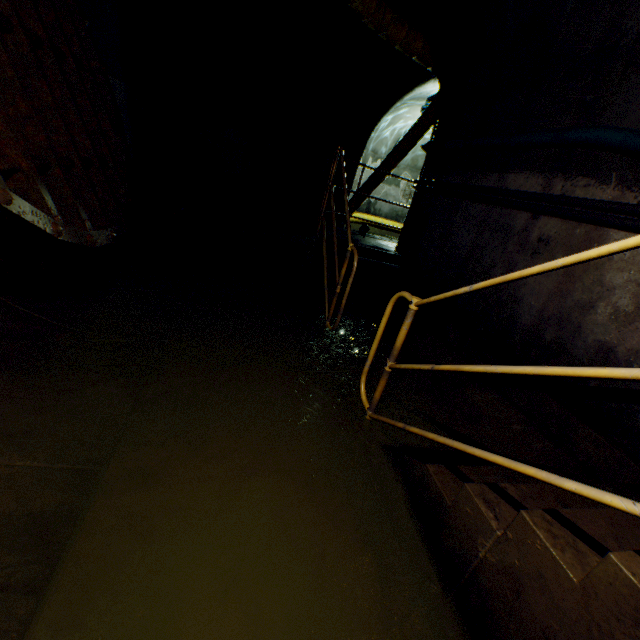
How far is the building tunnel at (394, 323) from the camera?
3.1 meters

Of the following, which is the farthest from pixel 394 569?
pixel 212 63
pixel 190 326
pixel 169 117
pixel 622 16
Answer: pixel 212 63

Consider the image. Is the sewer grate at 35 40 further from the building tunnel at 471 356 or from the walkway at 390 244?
the walkway at 390 244

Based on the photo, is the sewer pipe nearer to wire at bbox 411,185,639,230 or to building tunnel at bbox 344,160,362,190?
building tunnel at bbox 344,160,362,190

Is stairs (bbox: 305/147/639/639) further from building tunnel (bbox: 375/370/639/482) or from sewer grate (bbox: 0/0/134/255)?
sewer grate (bbox: 0/0/134/255)

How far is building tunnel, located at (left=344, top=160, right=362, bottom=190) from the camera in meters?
9.2

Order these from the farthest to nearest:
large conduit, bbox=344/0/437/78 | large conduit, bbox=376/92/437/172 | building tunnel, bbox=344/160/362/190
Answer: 1. building tunnel, bbox=344/160/362/190
2. large conduit, bbox=376/92/437/172
3. large conduit, bbox=344/0/437/78

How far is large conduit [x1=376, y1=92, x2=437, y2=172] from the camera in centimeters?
818cm
